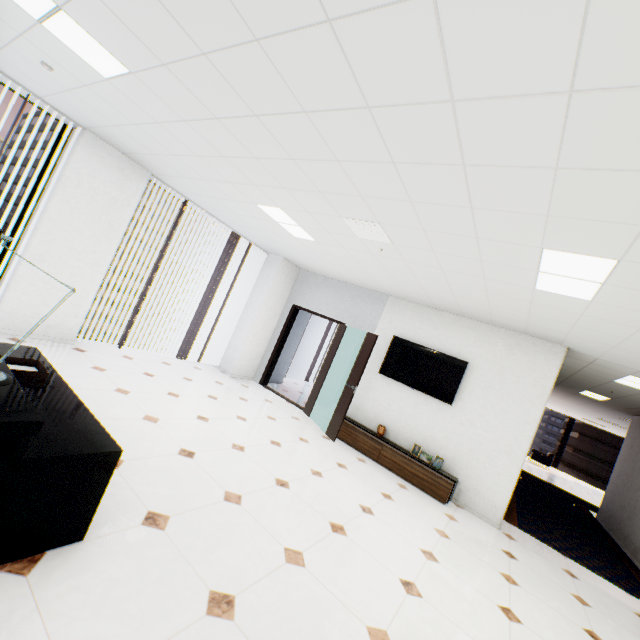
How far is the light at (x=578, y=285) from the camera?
2.5 meters

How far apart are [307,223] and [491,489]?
5.0m

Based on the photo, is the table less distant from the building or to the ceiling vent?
the ceiling vent

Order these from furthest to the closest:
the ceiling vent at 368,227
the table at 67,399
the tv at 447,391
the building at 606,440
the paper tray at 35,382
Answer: the building at 606,440 → the tv at 447,391 → the ceiling vent at 368,227 → the paper tray at 35,382 → the table at 67,399

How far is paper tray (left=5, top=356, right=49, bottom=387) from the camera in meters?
2.1

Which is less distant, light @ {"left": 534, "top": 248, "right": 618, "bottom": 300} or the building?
light @ {"left": 534, "top": 248, "right": 618, "bottom": 300}

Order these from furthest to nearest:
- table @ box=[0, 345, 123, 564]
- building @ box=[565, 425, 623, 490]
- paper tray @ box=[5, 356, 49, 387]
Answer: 1. building @ box=[565, 425, 623, 490]
2. paper tray @ box=[5, 356, 49, 387]
3. table @ box=[0, 345, 123, 564]

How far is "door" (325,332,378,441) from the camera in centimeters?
575cm
